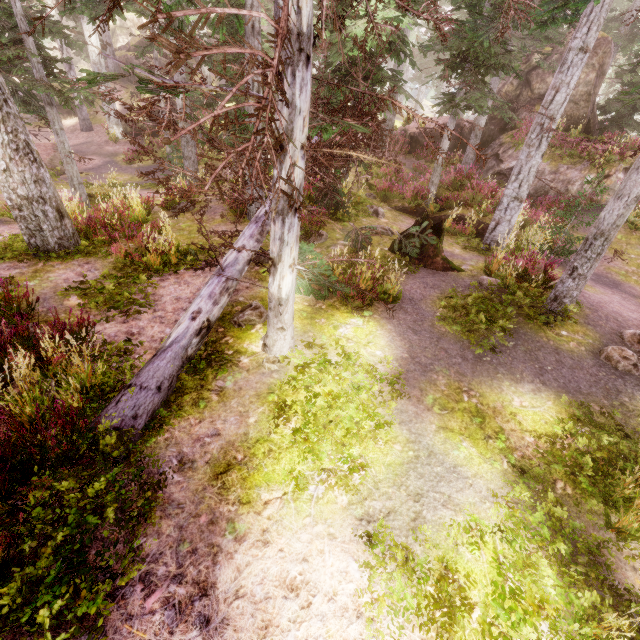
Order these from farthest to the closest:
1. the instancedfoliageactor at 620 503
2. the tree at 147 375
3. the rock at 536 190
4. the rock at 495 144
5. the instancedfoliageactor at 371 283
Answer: the rock at 495 144 → the rock at 536 190 → the instancedfoliageactor at 371 283 → the tree at 147 375 → the instancedfoliageactor at 620 503

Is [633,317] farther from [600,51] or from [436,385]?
[600,51]

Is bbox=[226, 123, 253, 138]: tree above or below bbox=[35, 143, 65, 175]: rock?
above

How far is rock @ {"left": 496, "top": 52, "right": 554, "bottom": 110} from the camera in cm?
1864

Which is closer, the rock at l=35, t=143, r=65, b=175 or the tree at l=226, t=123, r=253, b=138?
the tree at l=226, t=123, r=253, b=138

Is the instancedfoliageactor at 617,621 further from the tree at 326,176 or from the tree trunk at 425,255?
the tree trunk at 425,255

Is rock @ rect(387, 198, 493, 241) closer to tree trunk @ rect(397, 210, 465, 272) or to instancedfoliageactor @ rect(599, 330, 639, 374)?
instancedfoliageactor @ rect(599, 330, 639, 374)

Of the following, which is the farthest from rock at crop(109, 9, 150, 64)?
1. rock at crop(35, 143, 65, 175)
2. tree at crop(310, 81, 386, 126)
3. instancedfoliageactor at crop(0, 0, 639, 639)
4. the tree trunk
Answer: the tree trunk
